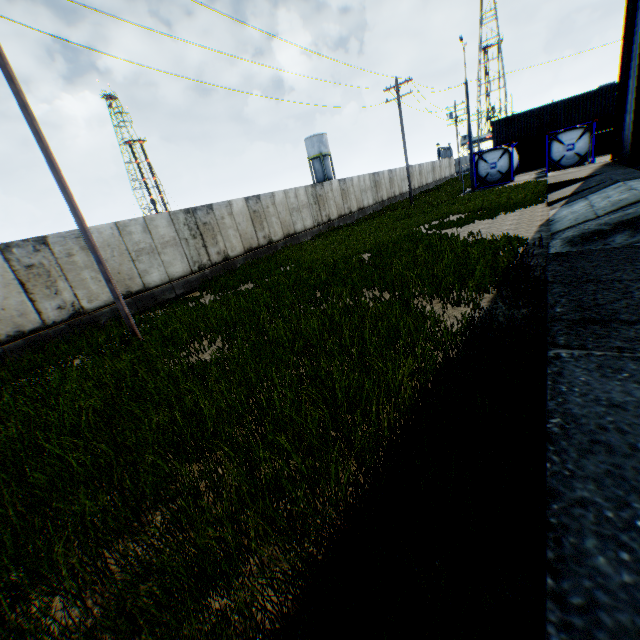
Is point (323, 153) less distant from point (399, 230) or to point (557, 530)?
point (399, 230)

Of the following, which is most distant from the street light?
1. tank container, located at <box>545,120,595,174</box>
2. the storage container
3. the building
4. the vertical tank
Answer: the vertical tank

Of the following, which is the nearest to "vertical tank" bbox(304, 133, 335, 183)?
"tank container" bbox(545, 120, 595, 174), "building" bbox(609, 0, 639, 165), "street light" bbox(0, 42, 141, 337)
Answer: "tank container" bbox(545, 120, 595, 174)

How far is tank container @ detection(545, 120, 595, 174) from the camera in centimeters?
2370cm

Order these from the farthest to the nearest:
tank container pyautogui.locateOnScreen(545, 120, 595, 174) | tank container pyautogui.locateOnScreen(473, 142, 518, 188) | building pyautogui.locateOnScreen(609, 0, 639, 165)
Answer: tank container pyautogui.locateOnScreen(473, 142, 518, 188) → tank container pyautogui.locateOnScreen(545, 120, 595, 174) → building pyautogui.locateOnScreen(609, 0, 639, 165)

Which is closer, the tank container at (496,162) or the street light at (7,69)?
the street light at (7,69)

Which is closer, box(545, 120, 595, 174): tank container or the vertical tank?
box(545, 120, 595, 174): tank container

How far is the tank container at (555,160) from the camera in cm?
2370
